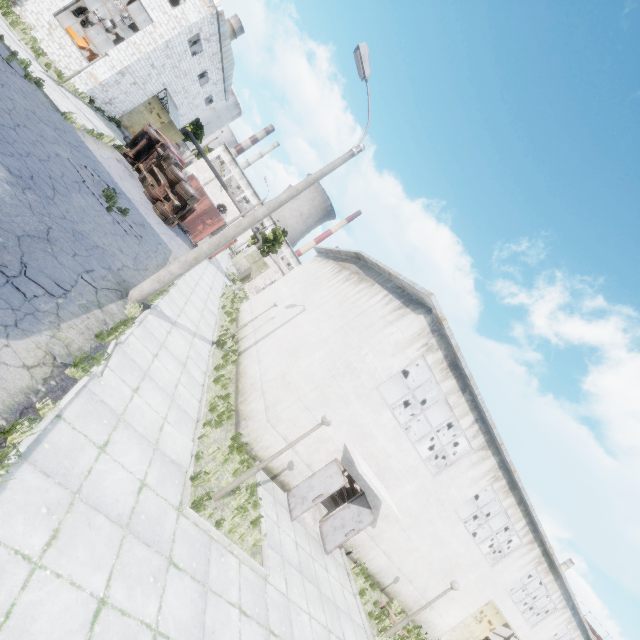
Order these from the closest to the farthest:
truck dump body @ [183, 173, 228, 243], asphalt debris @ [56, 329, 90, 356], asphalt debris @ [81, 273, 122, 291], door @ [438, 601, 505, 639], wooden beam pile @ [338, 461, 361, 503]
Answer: asphalt debris @ [56, 329, 90, 356], asphalt debris @ [81, 273, 122, 291], door @ [438, 601, 505, 639], wooden beam pile @ [338, 461, 361, 503], truck dump body @ [183, 173, 228, 243]

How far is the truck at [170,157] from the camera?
20.9 meters

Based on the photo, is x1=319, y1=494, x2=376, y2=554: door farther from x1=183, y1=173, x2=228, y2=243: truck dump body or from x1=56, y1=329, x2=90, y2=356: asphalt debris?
x1=183, y1=173, x2=228, y2=243: truck dump body

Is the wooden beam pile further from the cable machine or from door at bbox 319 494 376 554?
the cable machine

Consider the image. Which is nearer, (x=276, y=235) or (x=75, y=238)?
(x=75, y=238)

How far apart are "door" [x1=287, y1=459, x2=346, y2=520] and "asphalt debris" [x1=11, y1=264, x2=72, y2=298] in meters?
9.4 m

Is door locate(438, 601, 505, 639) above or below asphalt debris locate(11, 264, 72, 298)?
above

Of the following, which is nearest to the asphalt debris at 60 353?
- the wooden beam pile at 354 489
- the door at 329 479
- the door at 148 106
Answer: the door at 329 479
